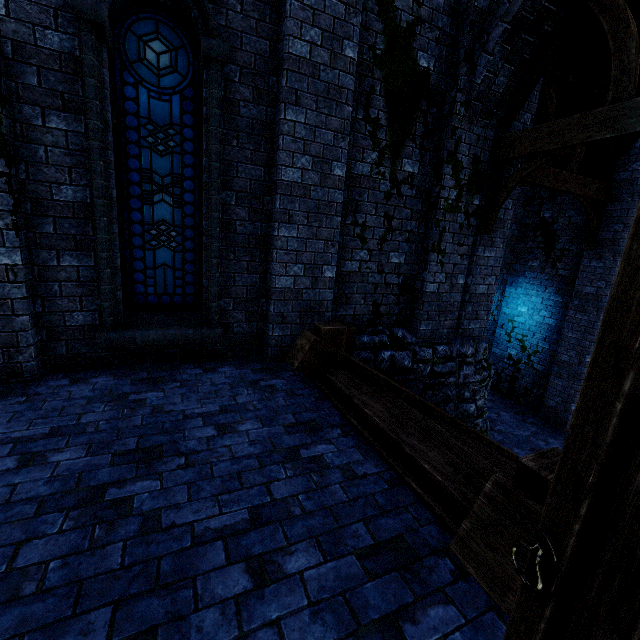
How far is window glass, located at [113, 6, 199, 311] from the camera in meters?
4.0 m

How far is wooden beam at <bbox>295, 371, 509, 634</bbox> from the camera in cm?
191

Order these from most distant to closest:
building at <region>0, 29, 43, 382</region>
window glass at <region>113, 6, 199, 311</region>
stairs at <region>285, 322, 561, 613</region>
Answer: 1. window glass at <region>113, 6, 199, 311</region>
2. building at <region>0, 29, 43, 382</region>
3. stairs at <region>285, 322, 561, 613</region>

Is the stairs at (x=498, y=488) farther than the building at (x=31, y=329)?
No

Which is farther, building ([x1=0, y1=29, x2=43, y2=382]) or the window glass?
the window glass

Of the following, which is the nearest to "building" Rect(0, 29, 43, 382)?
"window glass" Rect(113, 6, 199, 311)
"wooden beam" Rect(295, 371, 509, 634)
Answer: "wooden beam" Rect(295, 371, 509, 634)

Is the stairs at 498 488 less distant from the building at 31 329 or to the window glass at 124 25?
the building at 31 329

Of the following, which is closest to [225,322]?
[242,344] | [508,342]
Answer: [242,344]
